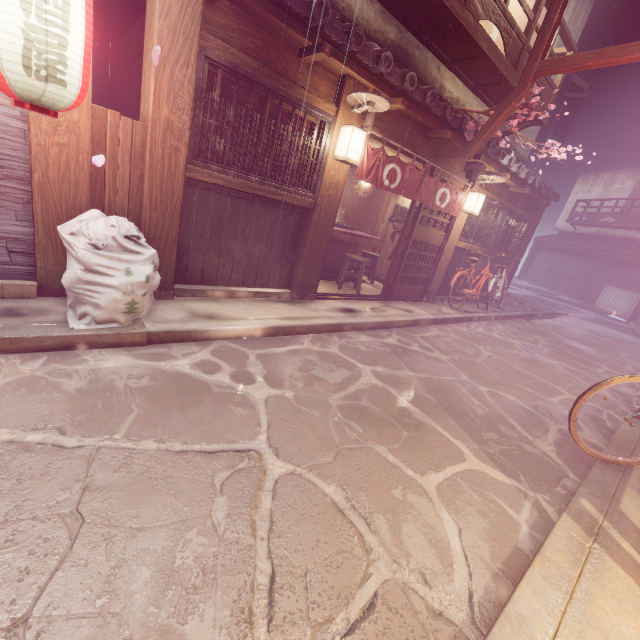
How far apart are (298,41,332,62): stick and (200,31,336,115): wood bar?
0.5m

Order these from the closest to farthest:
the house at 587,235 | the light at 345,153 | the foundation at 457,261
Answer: the light at 345,153 → the foundation at 457,261 → the house at 587,235

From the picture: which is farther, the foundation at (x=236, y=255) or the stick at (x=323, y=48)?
the foundation at (x=236, y=255)

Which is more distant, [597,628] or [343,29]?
[343,29]

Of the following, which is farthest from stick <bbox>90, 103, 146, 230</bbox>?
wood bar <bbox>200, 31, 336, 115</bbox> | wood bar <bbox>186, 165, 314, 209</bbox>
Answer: wood bar <bbox>200, 31, 336, 115</bbox>

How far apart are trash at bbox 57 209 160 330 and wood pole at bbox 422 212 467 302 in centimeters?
1110cm

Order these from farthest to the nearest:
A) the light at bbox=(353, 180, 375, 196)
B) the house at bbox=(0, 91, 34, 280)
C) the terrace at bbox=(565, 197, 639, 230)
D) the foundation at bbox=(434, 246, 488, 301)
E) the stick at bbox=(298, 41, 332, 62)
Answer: the terrace at bbox=(565, 197, 639, 230), the foundation at bbox=(434, 246, 488, 301), the light at bbox=(353, 180, 375, 196), the stick at bbox=(298, 41, 332, 62), the house at bbox=(0, 91, 34, 280)

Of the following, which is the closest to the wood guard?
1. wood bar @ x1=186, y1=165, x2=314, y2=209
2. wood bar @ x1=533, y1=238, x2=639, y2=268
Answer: wood bar @ x1=186, y1=165, x2=314, y2=209
